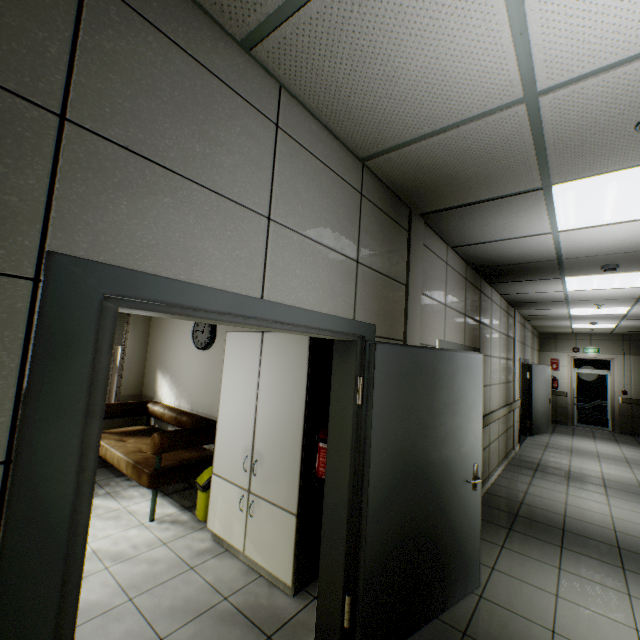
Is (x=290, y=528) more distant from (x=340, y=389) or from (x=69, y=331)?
(x=69, y=331)

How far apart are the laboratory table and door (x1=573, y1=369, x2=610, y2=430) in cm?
1287

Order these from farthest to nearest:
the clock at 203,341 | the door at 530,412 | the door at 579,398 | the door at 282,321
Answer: the door at 579,398 → the door at 530,412 → the clock at 203,341 → the door at 282,321

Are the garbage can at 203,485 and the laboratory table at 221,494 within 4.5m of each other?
yes

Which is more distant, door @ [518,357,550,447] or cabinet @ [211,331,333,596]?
door @ [518,357,550,447]

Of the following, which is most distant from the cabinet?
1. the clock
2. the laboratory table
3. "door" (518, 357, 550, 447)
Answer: "door" (518, 357, 550, 447)

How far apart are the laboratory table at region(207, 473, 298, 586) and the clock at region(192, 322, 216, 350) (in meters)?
1.83

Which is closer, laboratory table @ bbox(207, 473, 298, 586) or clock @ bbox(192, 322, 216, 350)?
laboratory table @ bbox(207, 473, 298, 586)
